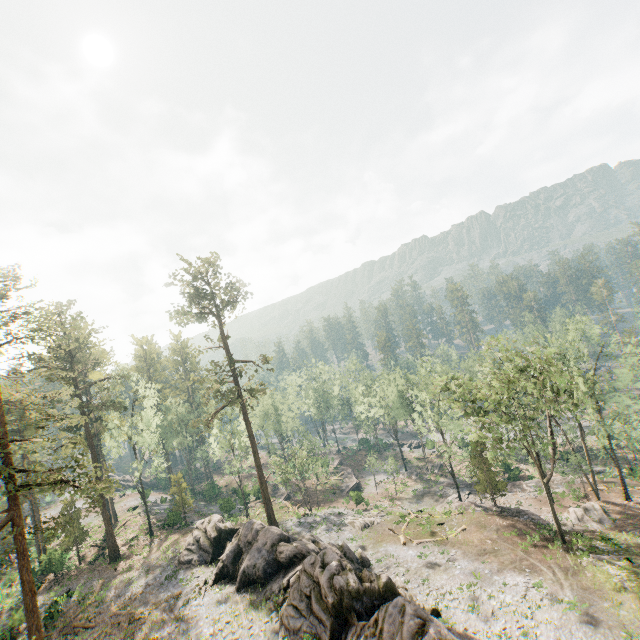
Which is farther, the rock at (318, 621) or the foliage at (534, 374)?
the foliage at (534, 374)

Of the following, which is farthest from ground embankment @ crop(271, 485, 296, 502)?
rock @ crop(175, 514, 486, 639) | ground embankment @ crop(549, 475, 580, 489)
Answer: ground embankment @ crop(549, 475, 580, 489)

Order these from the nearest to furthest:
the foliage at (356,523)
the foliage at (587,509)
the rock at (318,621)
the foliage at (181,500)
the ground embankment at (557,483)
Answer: the rock at (318,621), the foliage at (587,509), the foliage at (356,523), the ground embankment at (557,483), the foliage at (181,500)

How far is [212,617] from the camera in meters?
24.2 m

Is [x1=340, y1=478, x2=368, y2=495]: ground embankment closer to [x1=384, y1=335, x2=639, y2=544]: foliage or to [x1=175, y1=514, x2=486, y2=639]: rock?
[x1=384, y1=335, x2=639, y2=544]: foliage

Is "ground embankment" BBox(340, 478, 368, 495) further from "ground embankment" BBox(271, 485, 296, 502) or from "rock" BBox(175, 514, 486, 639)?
"rock" BBox(175, 514, 486, 639)

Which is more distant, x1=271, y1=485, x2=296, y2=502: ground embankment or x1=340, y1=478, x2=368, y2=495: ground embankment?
x1=340, y1=478, x2=368, y2=495: ground embankment

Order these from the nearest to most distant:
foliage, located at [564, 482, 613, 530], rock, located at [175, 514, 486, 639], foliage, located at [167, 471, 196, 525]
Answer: rock, located at [175, 514, 486, 639] < foliage, located at [564, 482, 613, 530] < foliage, located at [167, 471, 196, 525]
